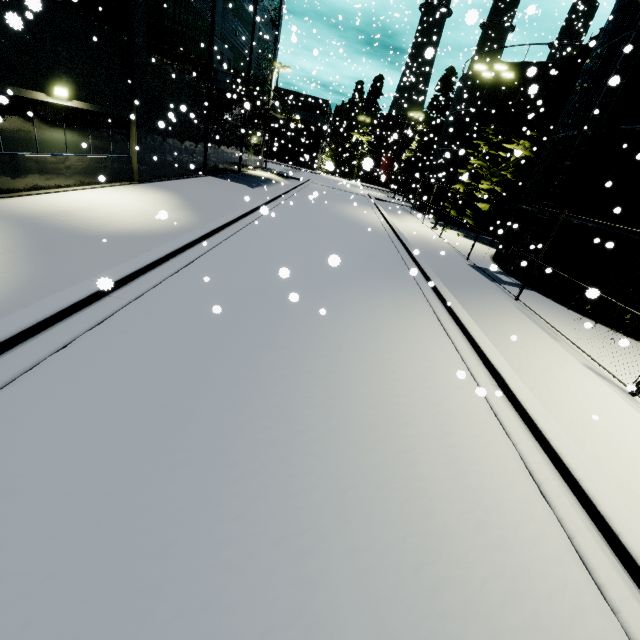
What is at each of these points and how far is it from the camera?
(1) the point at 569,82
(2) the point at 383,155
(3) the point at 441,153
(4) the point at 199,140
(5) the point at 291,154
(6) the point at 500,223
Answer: (1) tree, 19.3m
(2) silo, 59.9m
(3) silo, 30.9m
(4) building, 20.0m
(5) building, 57.0m
(6) tree, 21.5m

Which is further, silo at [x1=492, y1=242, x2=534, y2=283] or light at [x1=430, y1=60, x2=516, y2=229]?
light at [x1=430, y1=60, x2=516, y2=229]

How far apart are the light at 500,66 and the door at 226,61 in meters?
15.7

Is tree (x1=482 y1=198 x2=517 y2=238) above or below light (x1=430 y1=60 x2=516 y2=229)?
below

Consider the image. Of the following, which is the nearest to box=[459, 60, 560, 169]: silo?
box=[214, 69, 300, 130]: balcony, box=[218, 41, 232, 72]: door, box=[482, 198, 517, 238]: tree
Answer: box=[482, 198, 517, 238]: tree

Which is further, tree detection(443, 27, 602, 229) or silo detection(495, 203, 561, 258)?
tree detection(443, 27, 602, 229)

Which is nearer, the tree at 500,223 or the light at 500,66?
the light at 500,66

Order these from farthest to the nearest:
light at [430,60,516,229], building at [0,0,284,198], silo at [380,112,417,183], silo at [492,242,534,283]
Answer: silo at [380,112,417,183] → light at [430,60,516,229] → silo at [492,242,534,283] → building at [0,0,284,198]
